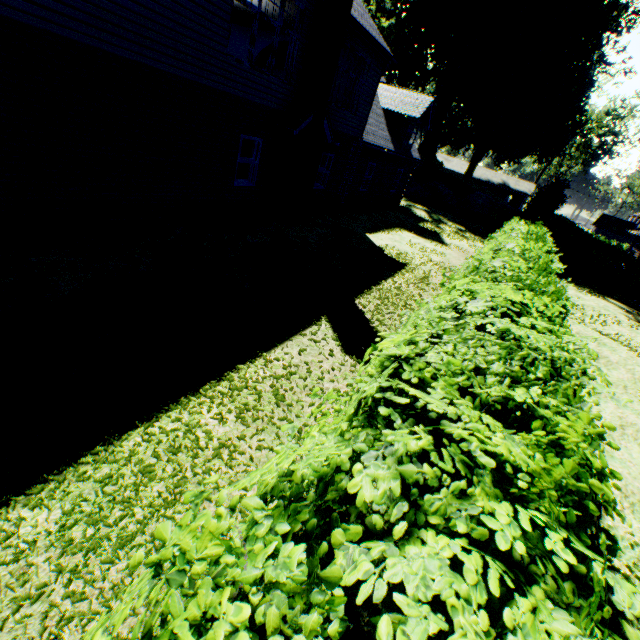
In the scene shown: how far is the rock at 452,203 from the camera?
33.4 meters

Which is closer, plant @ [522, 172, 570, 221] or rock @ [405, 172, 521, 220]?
plant @ [522, 172, 570, 221]

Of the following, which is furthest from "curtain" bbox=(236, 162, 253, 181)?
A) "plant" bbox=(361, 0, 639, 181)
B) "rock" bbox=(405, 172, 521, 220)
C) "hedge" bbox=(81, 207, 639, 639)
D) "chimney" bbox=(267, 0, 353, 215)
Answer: "rock" bbox=(405, 172, 521, 220)

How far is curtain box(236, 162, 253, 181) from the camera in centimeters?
1120cm

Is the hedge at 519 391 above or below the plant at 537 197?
below

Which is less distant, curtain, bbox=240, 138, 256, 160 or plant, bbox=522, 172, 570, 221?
curtain, bbox=240, 138, 256, 160

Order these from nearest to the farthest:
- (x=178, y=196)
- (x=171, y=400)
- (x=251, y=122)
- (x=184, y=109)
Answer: (x=171, y=400)
(x=184, y=109)
(x=178, y=196)
(x=251, y=122)
